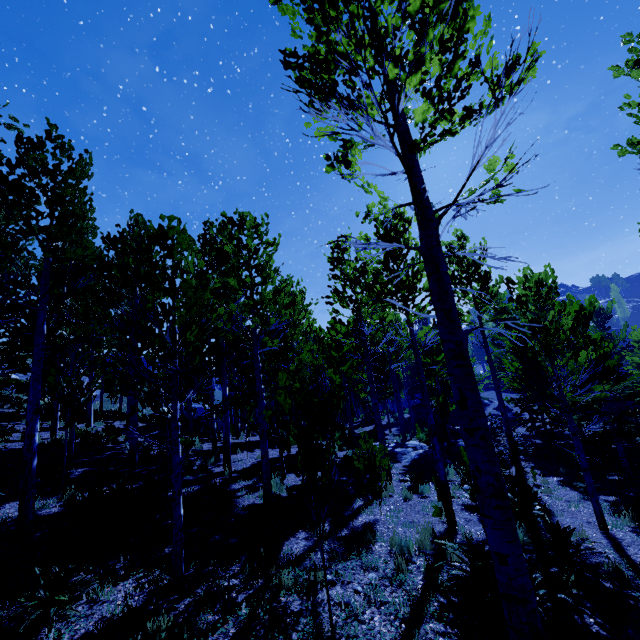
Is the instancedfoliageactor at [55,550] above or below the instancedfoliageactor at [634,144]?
below

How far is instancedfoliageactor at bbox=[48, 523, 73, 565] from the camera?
5.6 meters

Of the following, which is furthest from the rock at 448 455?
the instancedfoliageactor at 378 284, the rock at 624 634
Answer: the rock at 624 634

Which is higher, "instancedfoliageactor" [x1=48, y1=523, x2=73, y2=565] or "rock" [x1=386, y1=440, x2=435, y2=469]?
"instancedfoliageactor" [x1=48, y1=523, x2=73, y2=565]

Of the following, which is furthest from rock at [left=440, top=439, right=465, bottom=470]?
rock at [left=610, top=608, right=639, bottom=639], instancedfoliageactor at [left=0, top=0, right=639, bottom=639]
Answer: rock at [left=610, top=608, right=639, bottom=639]

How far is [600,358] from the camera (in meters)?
11.78

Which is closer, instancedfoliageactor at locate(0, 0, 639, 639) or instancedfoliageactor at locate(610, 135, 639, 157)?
instancedfoliageactor at locate(0, 0, 639, 639)
